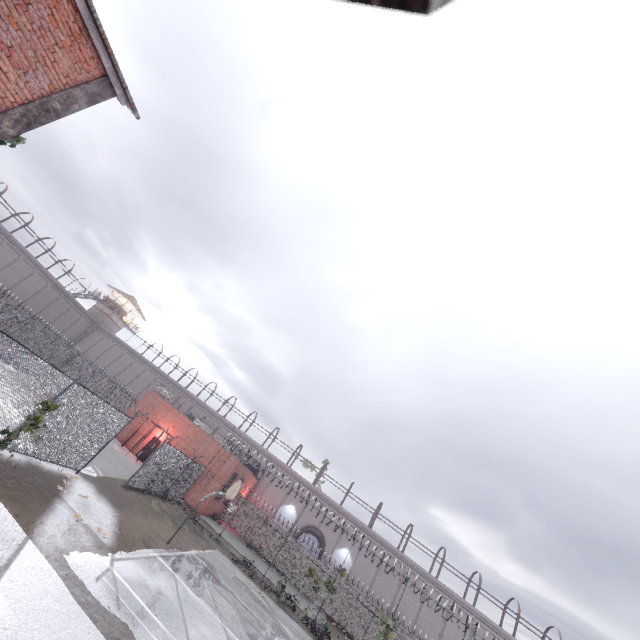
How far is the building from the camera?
50.81m

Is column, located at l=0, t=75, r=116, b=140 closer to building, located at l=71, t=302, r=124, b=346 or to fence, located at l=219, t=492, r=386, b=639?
fence, located at l=219, t=492, r=386, b=639

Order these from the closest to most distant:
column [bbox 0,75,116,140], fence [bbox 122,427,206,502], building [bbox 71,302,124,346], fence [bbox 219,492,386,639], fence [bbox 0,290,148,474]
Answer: column [bbox 0,75,116,140] < fence [bbox 0,290,148,474] < fence [bbox 122,427,206,502] < fence [bbox 219,492,386,639] < building [bbox 71,302,124,346]

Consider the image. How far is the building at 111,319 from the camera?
50.8 meters

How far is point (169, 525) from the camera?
17.0m

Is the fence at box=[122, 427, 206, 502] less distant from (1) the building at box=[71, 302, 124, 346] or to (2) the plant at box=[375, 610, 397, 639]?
(2) the plant at box=[375, 610, 397, 639]

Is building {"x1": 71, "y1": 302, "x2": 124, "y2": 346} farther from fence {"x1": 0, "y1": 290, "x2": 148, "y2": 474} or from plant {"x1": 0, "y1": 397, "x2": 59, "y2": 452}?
plant {"x1": 0, "y1": 397, "x2": 59, "y2": 452}

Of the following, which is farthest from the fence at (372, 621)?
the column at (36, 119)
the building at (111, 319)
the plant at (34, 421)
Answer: the building at (111, 319)
